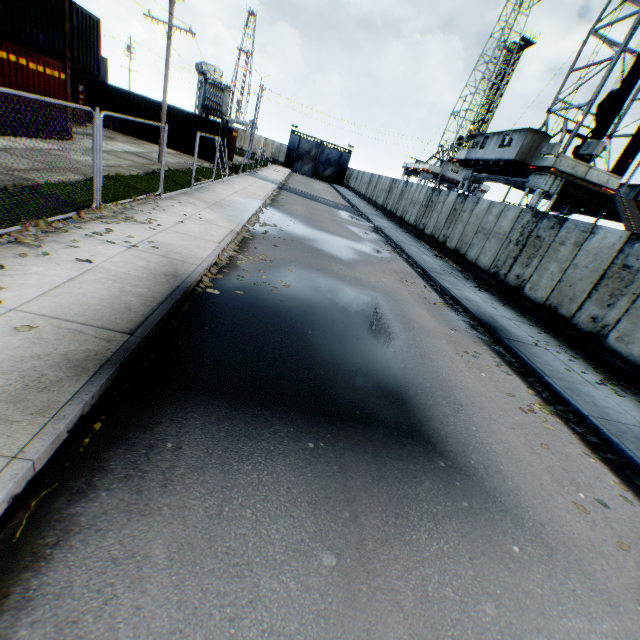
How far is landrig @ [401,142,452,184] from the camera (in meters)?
46.44

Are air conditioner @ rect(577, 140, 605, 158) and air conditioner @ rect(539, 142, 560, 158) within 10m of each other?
yes

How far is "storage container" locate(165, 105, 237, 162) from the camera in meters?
24.9

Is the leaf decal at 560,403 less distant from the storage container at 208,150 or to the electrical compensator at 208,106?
the storage container at 208,150

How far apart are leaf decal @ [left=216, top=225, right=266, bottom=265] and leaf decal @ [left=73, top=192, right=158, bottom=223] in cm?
179

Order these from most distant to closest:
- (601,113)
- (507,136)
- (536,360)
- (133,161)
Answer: (601,113)
(507,136)
(133,161)
(536,360)

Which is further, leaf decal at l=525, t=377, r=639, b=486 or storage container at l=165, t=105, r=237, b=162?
storage container at l=165, t=105, r=237, b=162

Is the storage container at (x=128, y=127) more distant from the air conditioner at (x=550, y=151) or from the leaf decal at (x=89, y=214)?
the air conditioner at (x=550, y=151)
